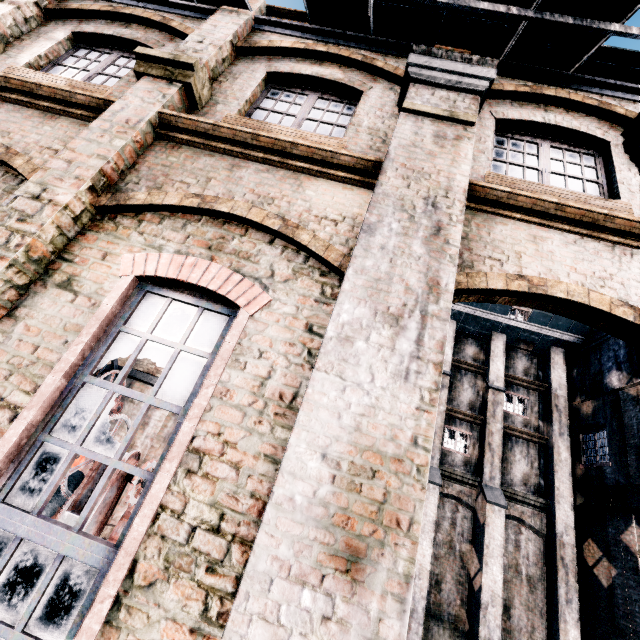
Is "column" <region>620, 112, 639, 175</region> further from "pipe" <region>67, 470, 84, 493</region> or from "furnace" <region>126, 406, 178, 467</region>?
"furnace" <region>126, 406, 178, 467</region>

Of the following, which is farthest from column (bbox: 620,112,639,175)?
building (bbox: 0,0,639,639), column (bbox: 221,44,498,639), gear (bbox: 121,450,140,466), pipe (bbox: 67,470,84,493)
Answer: pipe (bbox: 67,470,84,493)

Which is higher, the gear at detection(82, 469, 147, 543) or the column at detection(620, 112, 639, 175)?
the column at detection(620, 112, 639, 175)

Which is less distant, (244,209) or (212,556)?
(212,556)

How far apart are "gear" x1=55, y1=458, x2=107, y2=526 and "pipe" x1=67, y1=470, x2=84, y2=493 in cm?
77

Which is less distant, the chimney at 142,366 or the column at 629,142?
the column at 629,142

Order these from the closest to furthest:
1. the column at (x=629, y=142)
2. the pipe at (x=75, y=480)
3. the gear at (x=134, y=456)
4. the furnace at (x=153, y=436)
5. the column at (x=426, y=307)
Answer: the column at (x=426, y=307) < the column at (x=629, y=142) < the gear at (x=134, y=456) < the pipe at (x=75, y=480) < the furnace at (x=153, y=436)

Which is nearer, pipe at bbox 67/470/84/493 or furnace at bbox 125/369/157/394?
pipe at bbox 67/470/84/493
